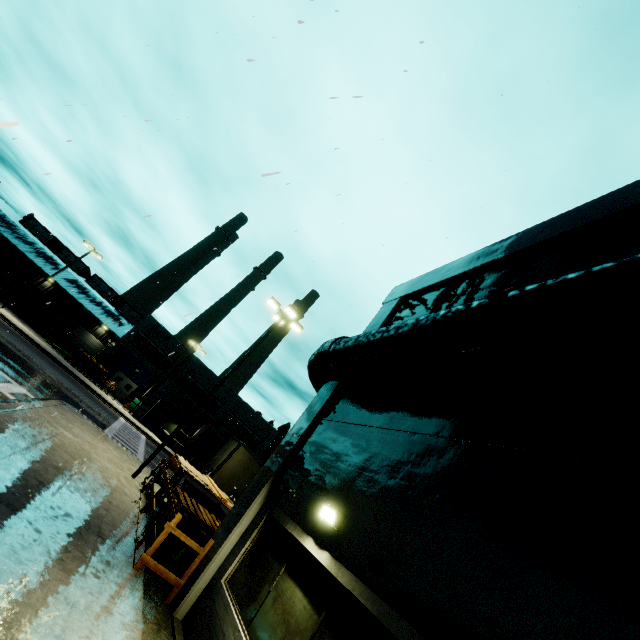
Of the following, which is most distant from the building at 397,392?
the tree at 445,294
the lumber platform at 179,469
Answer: the lumber platform at 179,469

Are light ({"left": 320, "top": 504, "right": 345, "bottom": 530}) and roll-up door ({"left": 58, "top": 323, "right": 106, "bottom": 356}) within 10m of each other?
no

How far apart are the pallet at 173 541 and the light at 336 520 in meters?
4.9

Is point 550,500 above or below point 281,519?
above

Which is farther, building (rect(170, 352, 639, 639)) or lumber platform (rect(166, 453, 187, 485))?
lumber platform (rect(166, 453, 187, 485))

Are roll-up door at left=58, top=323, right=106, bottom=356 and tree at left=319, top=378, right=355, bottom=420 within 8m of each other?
no

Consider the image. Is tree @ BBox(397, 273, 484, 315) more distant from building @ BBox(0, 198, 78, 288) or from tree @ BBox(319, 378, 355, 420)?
tree @ BBox(319, 378, 355, 420)

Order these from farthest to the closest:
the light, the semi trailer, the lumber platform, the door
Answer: the door < the semi trailer < the lumber platform < the light
